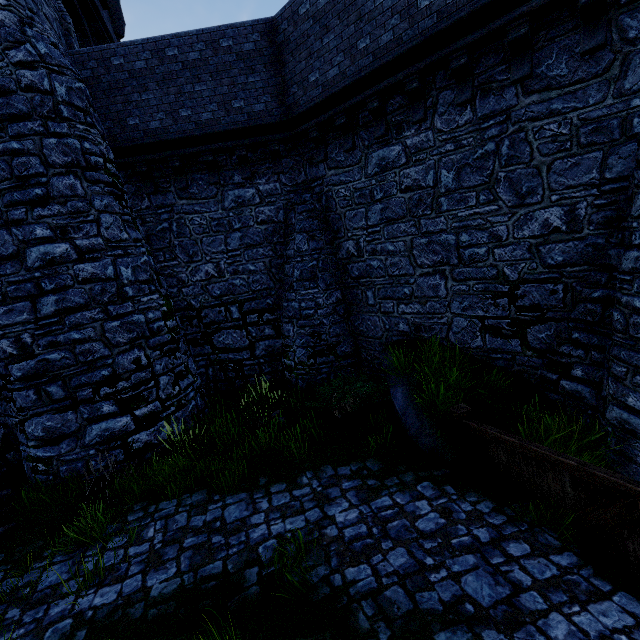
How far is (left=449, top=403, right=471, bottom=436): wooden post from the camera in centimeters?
621cm

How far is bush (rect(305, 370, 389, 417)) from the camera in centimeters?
825cm

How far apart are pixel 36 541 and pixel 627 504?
9.0m

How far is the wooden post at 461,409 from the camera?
6.2m

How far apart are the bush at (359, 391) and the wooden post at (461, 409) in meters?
2.0

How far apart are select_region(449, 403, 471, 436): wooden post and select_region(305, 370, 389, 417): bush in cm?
197

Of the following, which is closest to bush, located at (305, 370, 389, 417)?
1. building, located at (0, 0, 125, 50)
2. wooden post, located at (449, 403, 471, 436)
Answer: wooden post, located at (449, 403, 471, 436)

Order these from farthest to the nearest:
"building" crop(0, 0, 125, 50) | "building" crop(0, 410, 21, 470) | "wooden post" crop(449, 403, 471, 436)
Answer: "building" crop(0, 410, 21, 470)
"building" crop(0, 0, 125, 50)
"wooden post" crop(449, 403, 471, 436)
